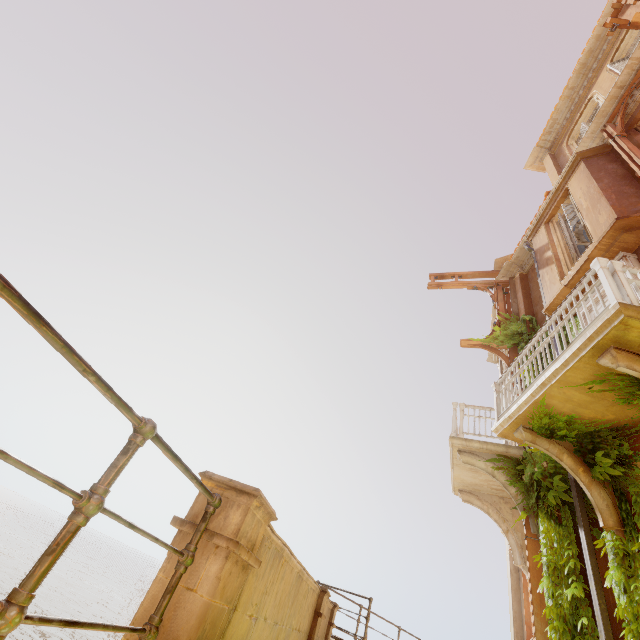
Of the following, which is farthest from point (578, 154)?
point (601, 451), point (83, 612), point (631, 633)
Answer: point (83, 612)

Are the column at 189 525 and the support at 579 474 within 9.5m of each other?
yes

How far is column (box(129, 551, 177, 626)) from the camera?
2.0m

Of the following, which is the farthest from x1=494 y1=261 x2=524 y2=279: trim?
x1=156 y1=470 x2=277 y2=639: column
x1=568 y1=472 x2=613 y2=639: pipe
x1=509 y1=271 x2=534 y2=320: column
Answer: x1=156 y1=470 x2=277 y2=639: column

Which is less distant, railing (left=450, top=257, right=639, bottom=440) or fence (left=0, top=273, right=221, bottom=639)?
fence (left=0, top=273, right=221, bottom=639)

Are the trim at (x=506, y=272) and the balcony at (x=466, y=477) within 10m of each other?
yes

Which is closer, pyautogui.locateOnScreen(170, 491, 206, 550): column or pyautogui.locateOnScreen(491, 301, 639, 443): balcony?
pyautogui.locateOnScreen(170, 491, 206, 550): column

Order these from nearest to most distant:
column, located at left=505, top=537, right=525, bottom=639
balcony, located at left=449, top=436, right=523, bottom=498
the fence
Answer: the fence
balcony, located at left=449, top=436, right=523, bottom=498
column, located at left=505, top=537, right=525, bottom=639
